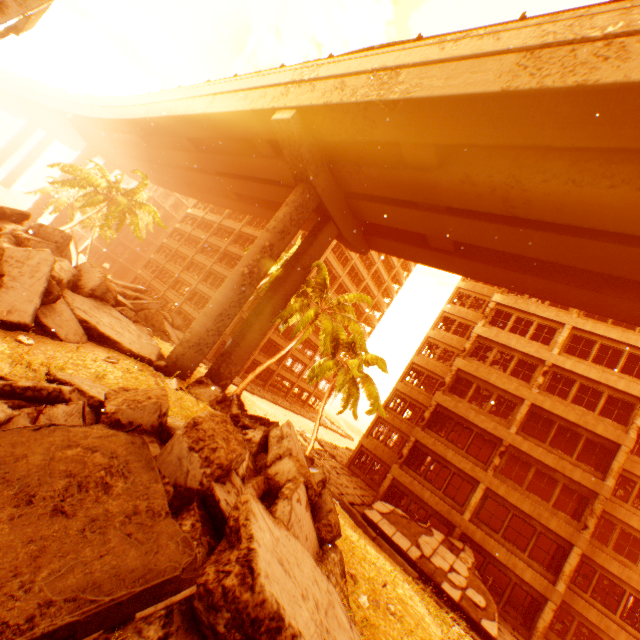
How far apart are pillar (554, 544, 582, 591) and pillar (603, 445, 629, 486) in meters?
3.7 m

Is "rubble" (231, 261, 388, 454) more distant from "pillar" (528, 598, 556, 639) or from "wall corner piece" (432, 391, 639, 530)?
"pillar" (528, 598, 556, 639)

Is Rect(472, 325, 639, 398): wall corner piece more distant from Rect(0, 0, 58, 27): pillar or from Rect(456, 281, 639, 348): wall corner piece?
Rect(0, 0, 58, 27): pillar

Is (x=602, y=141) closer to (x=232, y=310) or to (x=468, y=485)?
(x=232, y=310)

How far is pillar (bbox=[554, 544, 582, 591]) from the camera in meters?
16.4

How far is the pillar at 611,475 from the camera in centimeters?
1730cm

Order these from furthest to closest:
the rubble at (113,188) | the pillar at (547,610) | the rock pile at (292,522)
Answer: the rubble at (113,188), the pillar at (547,610), the rock pile at (292,522)

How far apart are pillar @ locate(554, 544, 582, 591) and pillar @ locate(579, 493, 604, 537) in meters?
0.7
